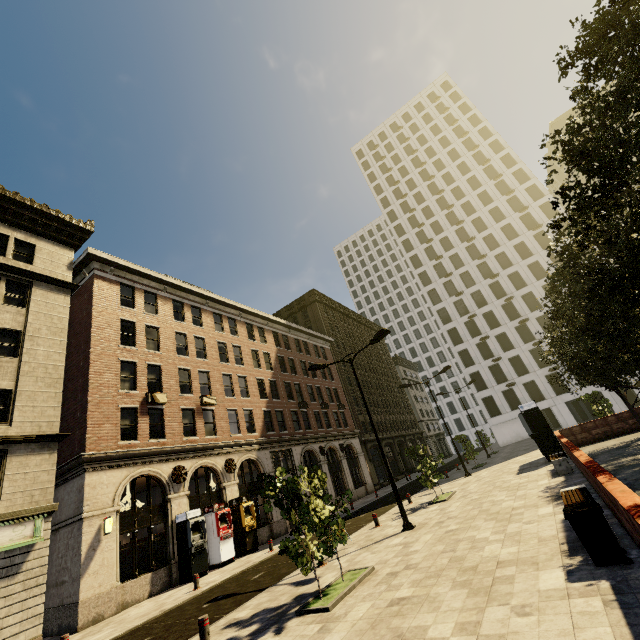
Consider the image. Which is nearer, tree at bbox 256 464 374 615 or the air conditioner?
tree at bbox 256 464 374 615

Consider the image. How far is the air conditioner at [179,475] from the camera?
19.0 meters

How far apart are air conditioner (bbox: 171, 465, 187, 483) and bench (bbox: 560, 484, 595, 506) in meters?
18.8

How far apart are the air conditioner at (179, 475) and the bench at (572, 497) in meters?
18.8

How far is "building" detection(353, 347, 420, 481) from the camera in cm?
4691

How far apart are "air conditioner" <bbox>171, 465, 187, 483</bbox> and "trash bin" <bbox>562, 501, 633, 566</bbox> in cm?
1918

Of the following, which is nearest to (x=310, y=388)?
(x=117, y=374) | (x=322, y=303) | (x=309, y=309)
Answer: (x=309, y=309)

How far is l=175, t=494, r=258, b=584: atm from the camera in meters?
17.0 m
